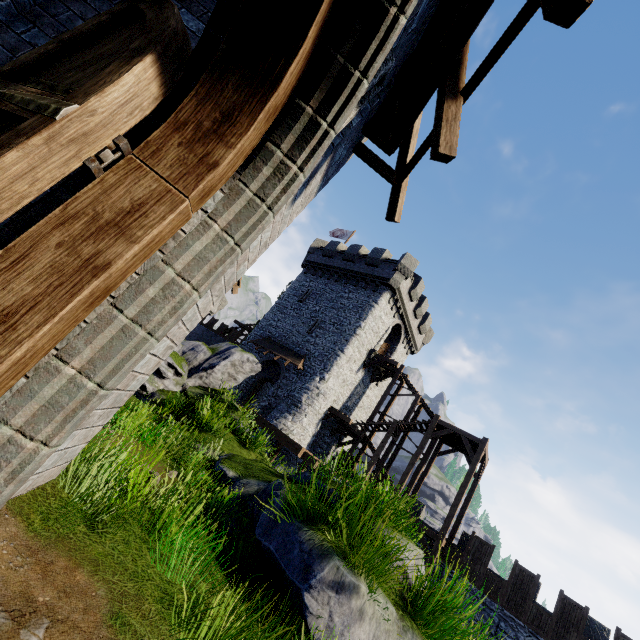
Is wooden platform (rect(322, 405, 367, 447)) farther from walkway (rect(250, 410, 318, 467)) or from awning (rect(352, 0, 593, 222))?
awning (rect(352, 0, 593, 222))

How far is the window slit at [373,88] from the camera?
2.7 meters

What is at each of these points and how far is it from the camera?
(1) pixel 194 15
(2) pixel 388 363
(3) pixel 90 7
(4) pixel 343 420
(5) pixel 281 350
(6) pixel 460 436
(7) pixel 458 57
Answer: (1) building, 3.5m
(2) wooden platform, 25.5m
(3) building, 3.2m
(4) wooden platform, 22.2m
(5) awning, 25.7m
(6) stairs, 19.9m
(7) awning, 2.9m

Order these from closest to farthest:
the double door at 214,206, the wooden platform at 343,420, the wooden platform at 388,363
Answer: the double door at 214,206, the wooden platform at 343,420, the wooden platform at 388,363

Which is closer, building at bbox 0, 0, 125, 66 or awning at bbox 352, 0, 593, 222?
awning at bbox 352, 0, 593, 222

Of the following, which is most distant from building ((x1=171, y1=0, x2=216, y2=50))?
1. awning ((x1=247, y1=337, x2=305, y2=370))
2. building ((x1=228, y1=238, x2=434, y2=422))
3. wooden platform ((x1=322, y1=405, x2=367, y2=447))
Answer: wooden platform ((x1=322, y1=405, x2=367, y2=447))

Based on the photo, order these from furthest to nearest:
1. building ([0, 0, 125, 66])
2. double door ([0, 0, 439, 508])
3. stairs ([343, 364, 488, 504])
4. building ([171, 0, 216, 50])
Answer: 1. stairs ([343, 364, 488, 504])
2. building ([171, 0, 216, 50])
3. building ([0, 0, 125, 66])
4. double door ([0, 0, 439, 508])

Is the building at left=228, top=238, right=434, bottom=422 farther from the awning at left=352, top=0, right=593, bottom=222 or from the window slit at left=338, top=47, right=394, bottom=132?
the window slit at left=338, top=47, right=394, bottom=132
